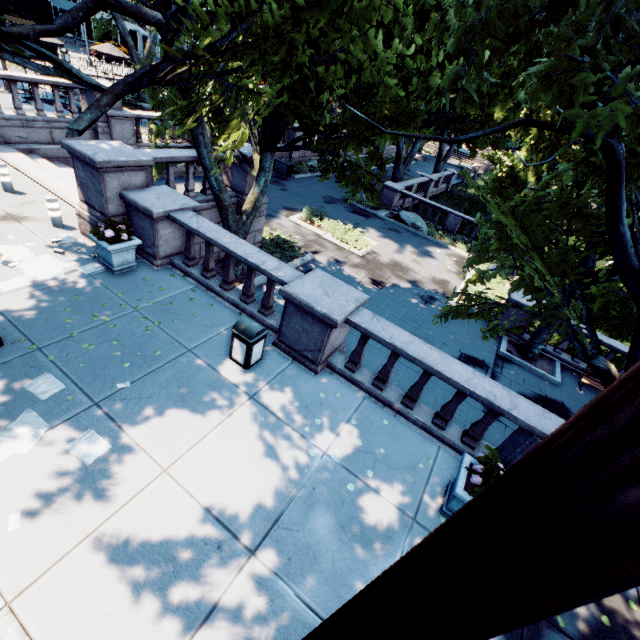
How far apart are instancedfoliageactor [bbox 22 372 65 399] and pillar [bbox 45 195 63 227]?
5.73m

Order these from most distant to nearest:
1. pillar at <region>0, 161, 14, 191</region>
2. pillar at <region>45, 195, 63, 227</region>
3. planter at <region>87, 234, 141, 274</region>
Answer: pillar at <region>0, 161, 14, 191</region> → pillar at <region>45, 195, 63, 227</region> → planter at <region>87, 234, 141, 274</region>

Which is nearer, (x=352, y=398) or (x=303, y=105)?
(x=303, y=105)

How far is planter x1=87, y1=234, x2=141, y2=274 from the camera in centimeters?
763cm

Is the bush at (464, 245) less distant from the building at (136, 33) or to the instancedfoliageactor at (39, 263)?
the instancedfoliageactor at (39, 263)

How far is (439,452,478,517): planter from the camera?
4.8 meters

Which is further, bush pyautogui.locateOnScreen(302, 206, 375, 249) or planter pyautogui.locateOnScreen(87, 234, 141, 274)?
bush pyautogui.locateOnScreen(302, 206, 375, 249)

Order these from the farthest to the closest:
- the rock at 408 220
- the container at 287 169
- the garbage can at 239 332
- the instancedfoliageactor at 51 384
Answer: the container at 287 169
the rock at 408 220
the garbage can at 239 332
the instancedfoliageactor at 51 384
